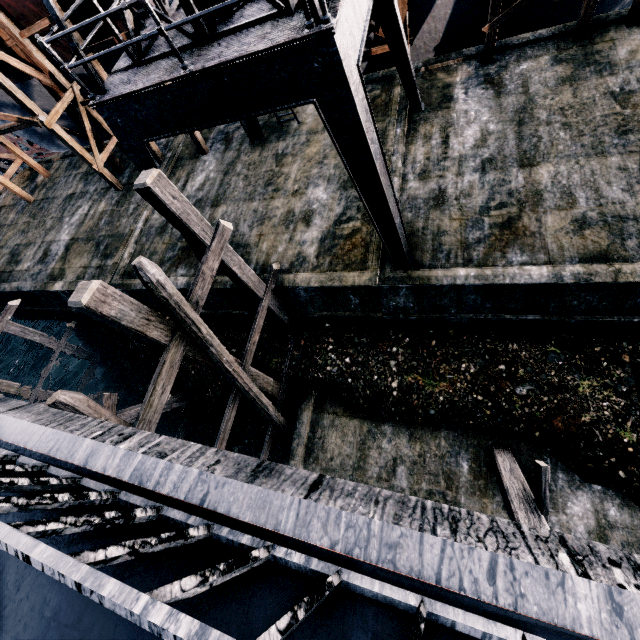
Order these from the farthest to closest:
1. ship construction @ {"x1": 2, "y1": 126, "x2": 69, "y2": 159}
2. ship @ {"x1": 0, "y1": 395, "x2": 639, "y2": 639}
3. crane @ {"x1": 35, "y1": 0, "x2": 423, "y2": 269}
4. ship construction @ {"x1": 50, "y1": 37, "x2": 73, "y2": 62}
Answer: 1. ship construction @ {"x1": 2, "y1": 126, "x2": 69, "y2": 159}
2. ship construction @ {"x1": 50, "y1": 37, "x2": 73, "y2": 62}
3. crane @ {"x1": 35, "y1": 0, "x2": 423, "y2": 269}
4. ship @ {"x1": 0, "y1": 395, "x2": 639, "y2": 639}

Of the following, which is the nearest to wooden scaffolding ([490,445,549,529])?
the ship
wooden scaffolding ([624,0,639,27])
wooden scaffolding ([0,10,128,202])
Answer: the ship

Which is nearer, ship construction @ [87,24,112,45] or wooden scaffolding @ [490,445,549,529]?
wooden scaffolding @ [490,445,549,529]

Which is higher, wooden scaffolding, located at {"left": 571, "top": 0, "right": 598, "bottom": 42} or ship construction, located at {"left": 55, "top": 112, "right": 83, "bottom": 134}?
ship construction, located at {"left": 55, "top": 112, "right": 83, "bottom": 134}

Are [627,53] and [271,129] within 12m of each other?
no

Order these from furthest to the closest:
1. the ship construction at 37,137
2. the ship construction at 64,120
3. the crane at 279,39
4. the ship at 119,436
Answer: the ship construction at 37,137 < the ship construction at 64,120 < the crane at 279,39 < the ship at 119,436

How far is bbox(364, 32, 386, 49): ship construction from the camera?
13.5m

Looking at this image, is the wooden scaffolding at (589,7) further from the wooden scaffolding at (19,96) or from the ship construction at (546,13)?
the wooden scaffolding at (19,96)
